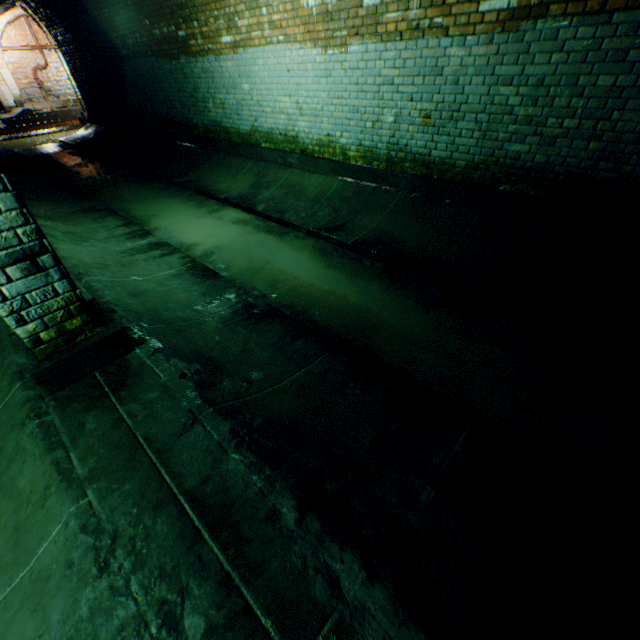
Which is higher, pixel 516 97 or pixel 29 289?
pixel 516 97
